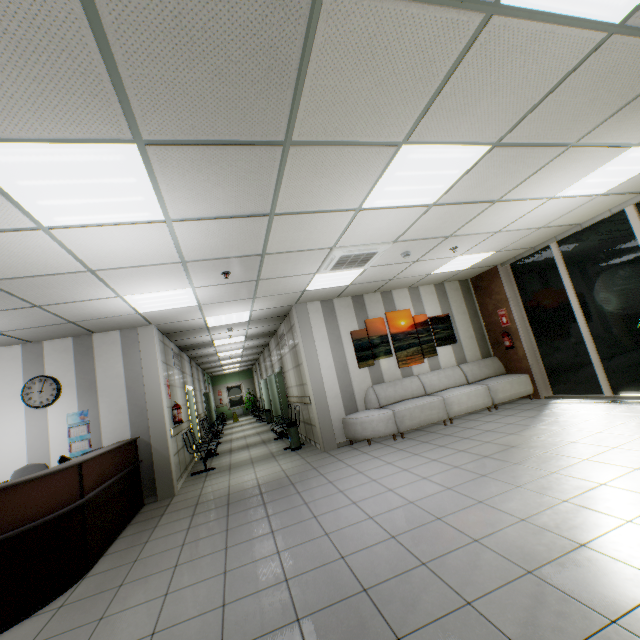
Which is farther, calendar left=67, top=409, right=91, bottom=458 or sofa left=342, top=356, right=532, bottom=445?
sofa left=342, top=356, right=532, bottom=445

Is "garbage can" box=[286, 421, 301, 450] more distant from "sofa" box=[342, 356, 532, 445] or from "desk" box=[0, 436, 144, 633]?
"desk" box=[0, 436, 144, 633]

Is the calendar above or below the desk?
above

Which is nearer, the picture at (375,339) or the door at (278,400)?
the picture at (375,339)

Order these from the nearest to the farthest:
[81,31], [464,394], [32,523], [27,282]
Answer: [81,31] → [32,523] → [27,282] → [464,394]

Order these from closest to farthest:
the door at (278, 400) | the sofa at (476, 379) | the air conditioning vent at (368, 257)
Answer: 1. the air conditioning vent at (368, 257)
2. the sofa at (476, 379)
3. the door at (278, 400)

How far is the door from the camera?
11.79m

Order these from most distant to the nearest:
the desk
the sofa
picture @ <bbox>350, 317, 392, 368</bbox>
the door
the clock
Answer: the door
picture @ <bbox>350, 317, 392, 368</bbox>
the sofa
the clock
the desk
